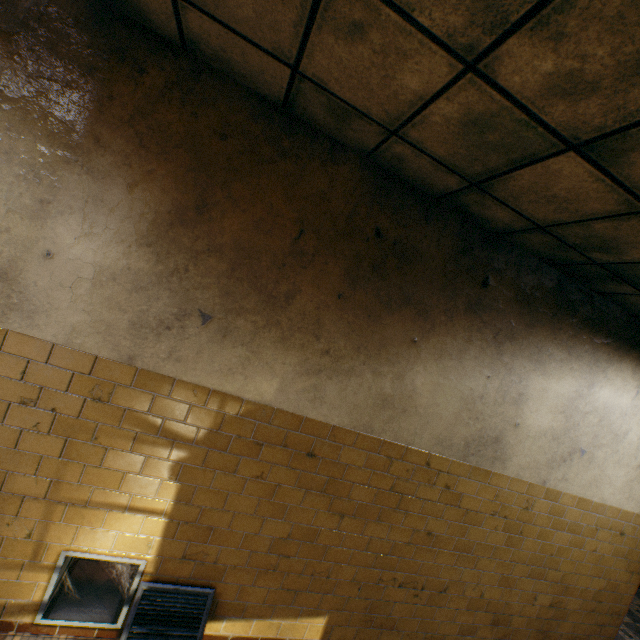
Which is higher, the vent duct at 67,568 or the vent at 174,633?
the vent at 174,633

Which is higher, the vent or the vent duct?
the vent

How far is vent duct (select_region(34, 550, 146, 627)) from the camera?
2.2m

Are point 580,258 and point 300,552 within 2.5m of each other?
no

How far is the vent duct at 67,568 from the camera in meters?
2.2
